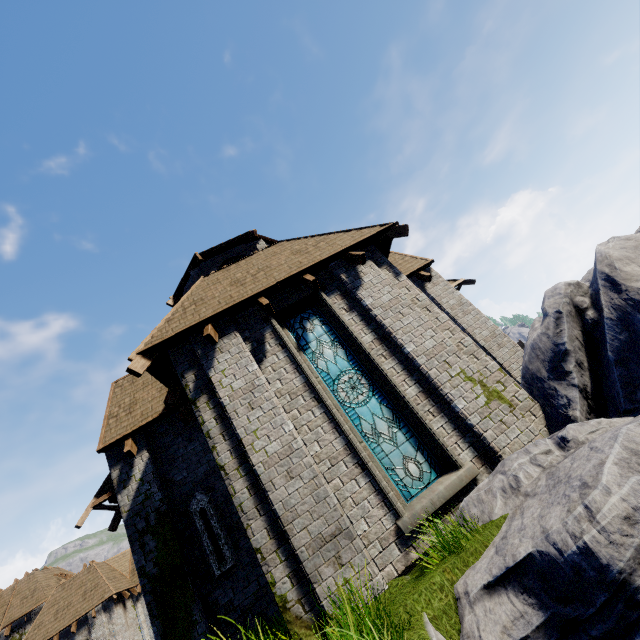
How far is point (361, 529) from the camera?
5.4 meters

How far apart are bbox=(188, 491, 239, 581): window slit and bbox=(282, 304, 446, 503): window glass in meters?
4.5

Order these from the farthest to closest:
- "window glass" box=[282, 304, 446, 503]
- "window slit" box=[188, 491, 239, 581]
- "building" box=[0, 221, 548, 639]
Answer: "window slit" box=[188, 491, 239, 581] < "window glass" box=[282, 304, 446, 503] < "building" box=[0, 221, 548, 639]

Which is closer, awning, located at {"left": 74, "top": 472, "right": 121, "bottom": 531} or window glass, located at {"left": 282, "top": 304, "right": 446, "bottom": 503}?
window glass, located at {"left": 282, "top": 304, "right": 446, "bottom": 503}

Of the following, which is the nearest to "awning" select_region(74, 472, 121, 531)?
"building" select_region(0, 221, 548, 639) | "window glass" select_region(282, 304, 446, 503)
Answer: "building" select_region(0, 221, 548, 639)

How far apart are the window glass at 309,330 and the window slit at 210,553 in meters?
4.5 m

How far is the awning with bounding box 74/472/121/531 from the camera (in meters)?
8.16

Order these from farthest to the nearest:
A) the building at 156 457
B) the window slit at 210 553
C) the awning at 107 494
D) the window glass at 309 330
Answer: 1. the awning at 107 494
2. the window slit at 210 553
3. the window glass at 309 330
4. the building at 156 457
